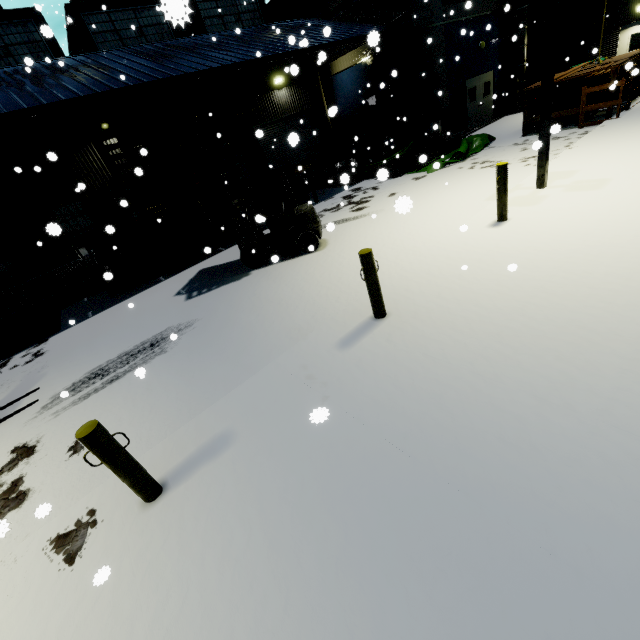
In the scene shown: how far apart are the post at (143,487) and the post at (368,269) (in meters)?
3.51

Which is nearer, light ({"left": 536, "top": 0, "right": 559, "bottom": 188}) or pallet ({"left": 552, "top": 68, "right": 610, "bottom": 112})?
light ({"left": 536, "top": 0, "right": 559, "bottom": 188})

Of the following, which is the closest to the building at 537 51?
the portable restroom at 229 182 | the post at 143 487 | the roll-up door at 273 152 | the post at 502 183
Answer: the roll-up door at 273 152

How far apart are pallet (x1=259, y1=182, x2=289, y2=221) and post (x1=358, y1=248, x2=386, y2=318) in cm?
978

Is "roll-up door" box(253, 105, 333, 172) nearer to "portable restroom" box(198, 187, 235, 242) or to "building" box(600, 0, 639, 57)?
"building" box(600, 0, 639, 57)

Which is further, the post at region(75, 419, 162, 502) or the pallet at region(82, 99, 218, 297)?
the pallet at region(82, 99, 218, 297)

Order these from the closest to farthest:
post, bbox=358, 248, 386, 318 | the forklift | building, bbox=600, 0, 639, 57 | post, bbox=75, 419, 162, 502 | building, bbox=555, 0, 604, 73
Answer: post, bbox=75, 419, 162, 502, post, bbox=358, 248, 386, 318, the forklift, building, bbox=600, 0, 639, 57, building, bbox=555, 0, 604, 73

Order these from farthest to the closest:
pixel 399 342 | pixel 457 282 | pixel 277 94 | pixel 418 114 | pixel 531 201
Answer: pixel 277 94, pixel 418 114, pixel 531 201, pixel 457 282, pixel 399 342
